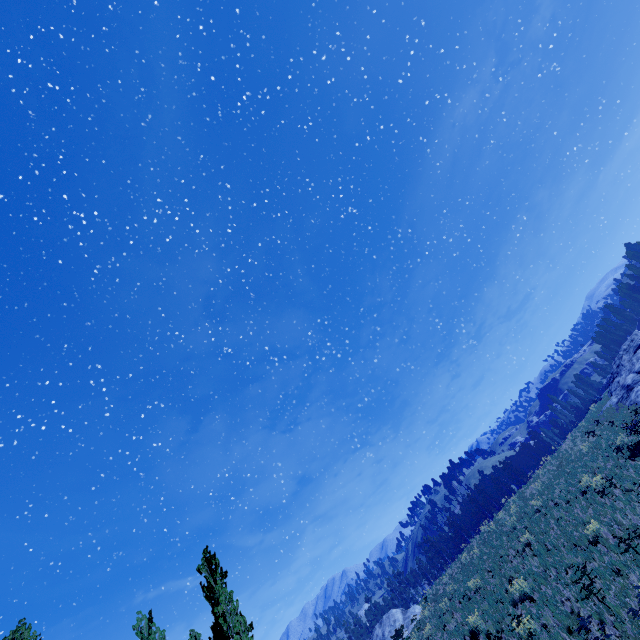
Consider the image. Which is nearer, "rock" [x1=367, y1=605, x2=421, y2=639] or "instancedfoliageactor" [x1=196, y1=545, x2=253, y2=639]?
"instancedfoliageactor" [x1=196, y1=545, x2=253, y2=639]

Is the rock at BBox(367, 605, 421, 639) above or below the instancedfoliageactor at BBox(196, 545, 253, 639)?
below

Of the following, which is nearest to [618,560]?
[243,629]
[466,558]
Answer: [243,629]

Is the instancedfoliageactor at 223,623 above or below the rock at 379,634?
above

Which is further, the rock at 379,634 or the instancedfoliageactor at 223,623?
the rock at 379,634
